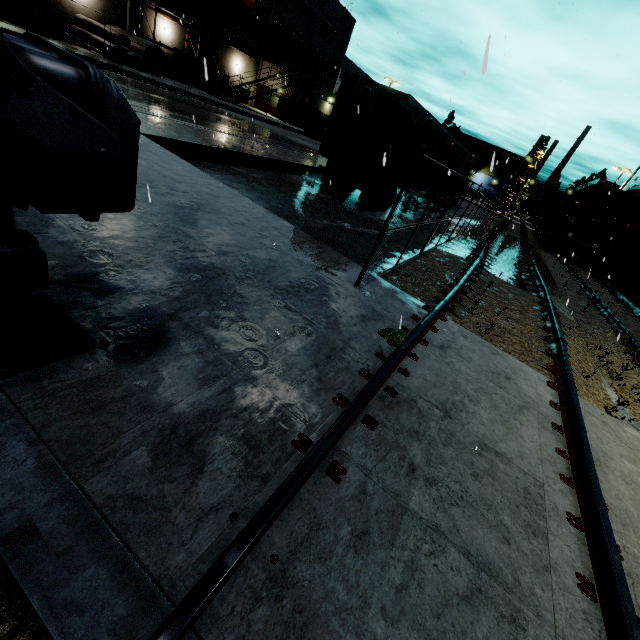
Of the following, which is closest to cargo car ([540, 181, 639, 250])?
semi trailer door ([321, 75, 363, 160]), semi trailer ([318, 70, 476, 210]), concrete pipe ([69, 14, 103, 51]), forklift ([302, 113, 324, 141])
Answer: semi trailer ([318, 70, 476, 210])

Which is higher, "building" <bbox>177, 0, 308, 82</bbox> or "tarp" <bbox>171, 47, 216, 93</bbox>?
"building" <bbox>177, 0, 308, 82</bbox>

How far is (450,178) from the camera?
20.36m

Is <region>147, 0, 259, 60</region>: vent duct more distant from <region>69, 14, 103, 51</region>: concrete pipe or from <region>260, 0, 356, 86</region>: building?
<region>69, 14, 103, 51</region>: concrete pipe

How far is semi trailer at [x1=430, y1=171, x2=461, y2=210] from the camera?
19.8m

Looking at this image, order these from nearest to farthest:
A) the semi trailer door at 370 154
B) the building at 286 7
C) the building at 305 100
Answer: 1. the semi trailer door at 370 154
2. the building at 305 100
3. the building at 286 7

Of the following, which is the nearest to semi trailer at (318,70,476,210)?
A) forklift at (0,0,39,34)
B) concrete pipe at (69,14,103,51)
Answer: forklift at (0,0,39,34)

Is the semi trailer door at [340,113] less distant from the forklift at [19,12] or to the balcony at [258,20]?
the balcony at [258,20]
